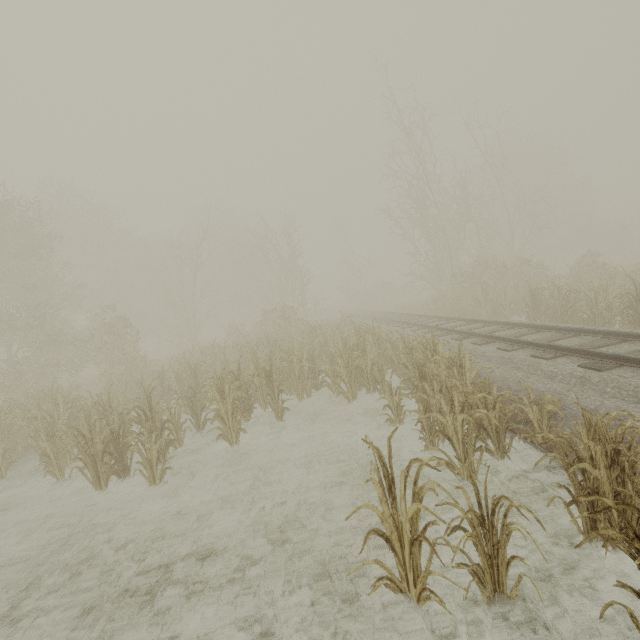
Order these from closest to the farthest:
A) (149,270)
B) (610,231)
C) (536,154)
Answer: (149,270) < (536,154) < (610,231)
